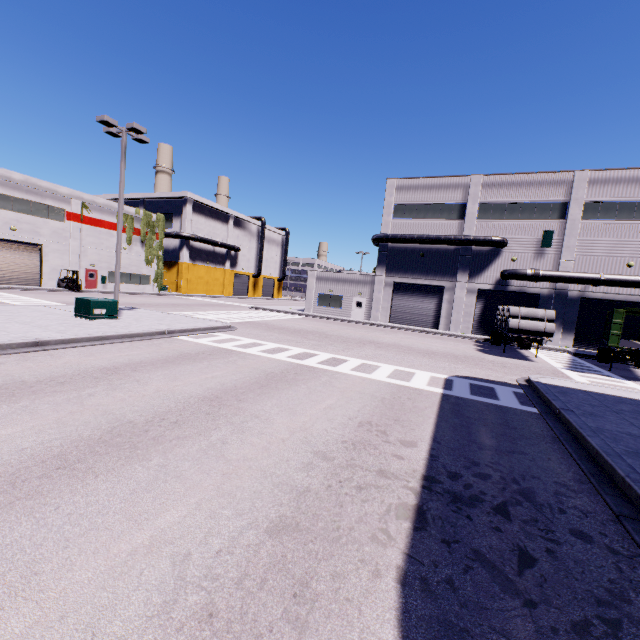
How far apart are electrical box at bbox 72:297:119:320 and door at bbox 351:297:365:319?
23.36m

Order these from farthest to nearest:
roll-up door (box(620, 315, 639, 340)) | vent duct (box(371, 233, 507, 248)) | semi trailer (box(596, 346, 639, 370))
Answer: vent duct (box(371, 233, 507, 248)), roll-up door (box(620, 315, 639, 340)), semi trailer (box(596, 346, 639, 370))

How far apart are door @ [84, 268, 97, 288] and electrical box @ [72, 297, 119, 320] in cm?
2616

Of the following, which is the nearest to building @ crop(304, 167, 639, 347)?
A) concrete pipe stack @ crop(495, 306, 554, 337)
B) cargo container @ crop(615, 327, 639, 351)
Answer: cargo container @ crop(615, 327, 639, 351)

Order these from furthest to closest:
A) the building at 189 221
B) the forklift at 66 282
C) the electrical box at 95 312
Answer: the building at 189 221 → the forklift at 66 282 → the electrical box at 95 312

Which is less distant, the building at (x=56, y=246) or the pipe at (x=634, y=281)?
the pipe at (x=634, y=281)

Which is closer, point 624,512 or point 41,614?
point 41,614

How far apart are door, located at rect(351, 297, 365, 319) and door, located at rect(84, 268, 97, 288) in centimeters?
3090cm
